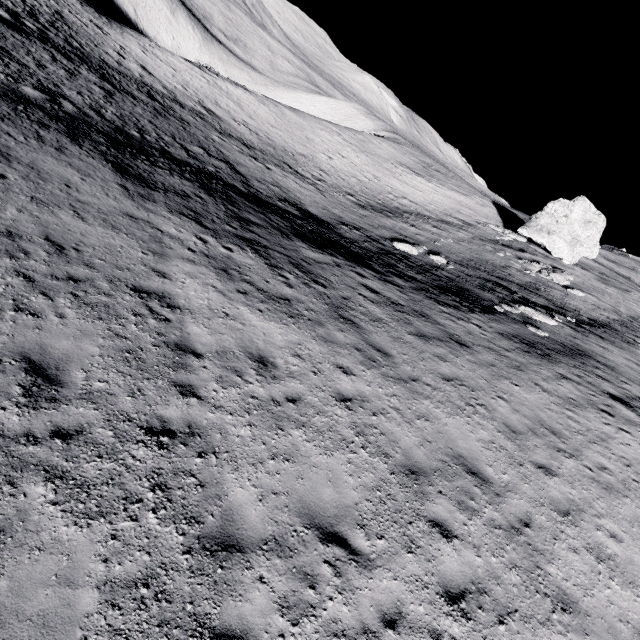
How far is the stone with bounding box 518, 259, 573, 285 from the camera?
26.7m

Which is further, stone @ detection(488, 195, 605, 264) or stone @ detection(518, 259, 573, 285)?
stone @ detection(488, 195, 605, 264)

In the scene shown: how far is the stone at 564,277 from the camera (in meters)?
26.66

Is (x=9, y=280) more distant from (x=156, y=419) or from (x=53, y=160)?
(x=53, y=160)

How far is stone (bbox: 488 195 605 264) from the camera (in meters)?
34.59

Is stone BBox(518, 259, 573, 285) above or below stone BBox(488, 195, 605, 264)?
below

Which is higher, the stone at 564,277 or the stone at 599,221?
the stone at 599,221
